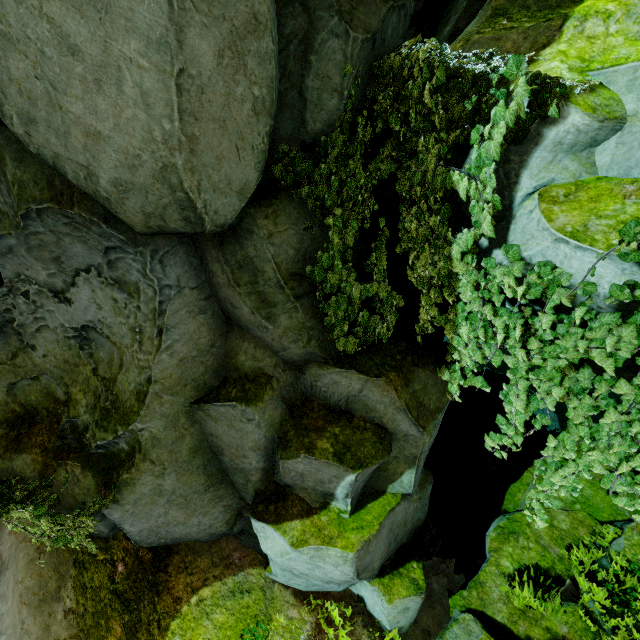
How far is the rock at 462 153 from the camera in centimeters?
380cm

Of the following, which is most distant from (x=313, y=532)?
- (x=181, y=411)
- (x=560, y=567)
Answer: (x=560, y=567)

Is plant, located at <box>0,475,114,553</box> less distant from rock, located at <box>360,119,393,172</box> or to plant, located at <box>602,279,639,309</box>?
rock, located at <box>360,119,393,172</box>

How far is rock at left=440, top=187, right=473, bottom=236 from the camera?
4.19m

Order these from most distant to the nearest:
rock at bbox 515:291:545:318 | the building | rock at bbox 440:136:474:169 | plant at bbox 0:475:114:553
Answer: the building, plant at bbox 0:475:114:553, rock at bbox 440:136:474:169, rock at bbox 515:291:545:318

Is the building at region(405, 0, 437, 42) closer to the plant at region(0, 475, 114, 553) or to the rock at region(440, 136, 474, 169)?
the rock at region(440, 136, 474, 169)
